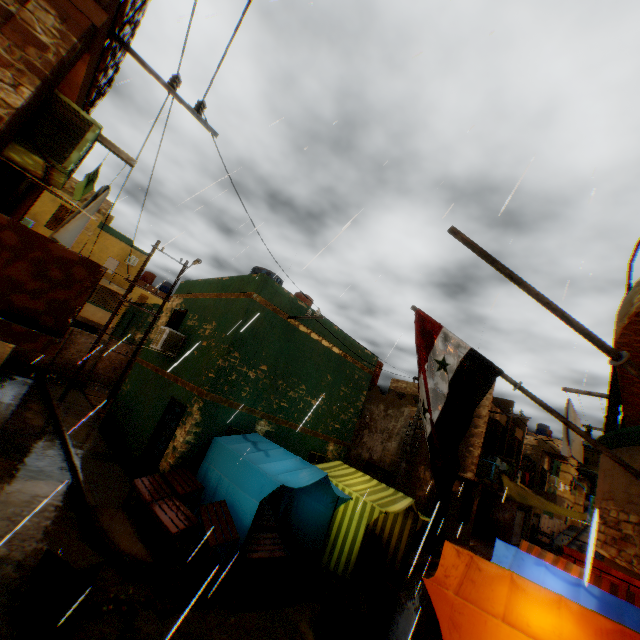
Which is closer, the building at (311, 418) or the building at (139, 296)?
the building at (311, 418)

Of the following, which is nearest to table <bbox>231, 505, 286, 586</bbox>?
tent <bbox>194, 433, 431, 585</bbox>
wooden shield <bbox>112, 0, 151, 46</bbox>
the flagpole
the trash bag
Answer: tent <bbox>194, 433, 431, 585</bbox>

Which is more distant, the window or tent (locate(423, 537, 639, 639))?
the window

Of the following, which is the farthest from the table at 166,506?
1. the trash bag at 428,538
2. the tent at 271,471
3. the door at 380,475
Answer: the trash bag at 428,538

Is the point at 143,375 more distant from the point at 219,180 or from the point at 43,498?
the point at 219,180

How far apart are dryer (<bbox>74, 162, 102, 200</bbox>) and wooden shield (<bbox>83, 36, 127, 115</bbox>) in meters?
0.5 m

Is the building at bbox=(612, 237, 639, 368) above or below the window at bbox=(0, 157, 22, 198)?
above

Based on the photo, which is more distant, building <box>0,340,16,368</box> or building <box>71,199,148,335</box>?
building <box>71,199,148,335</box>
